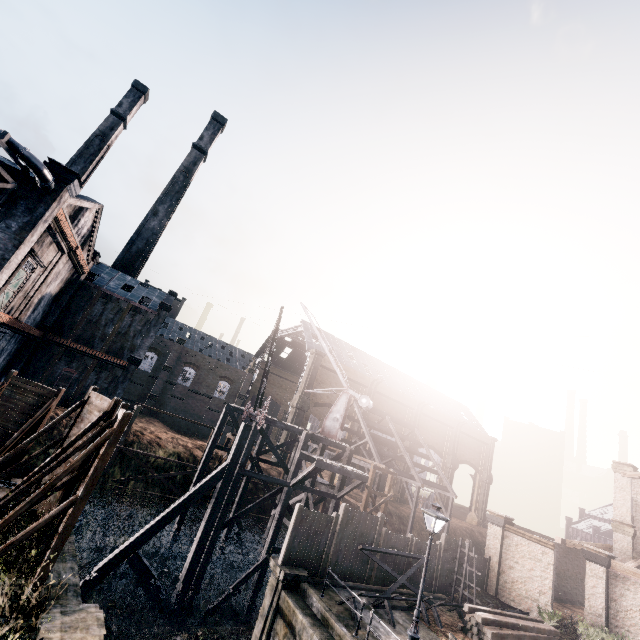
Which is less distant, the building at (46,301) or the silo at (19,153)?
the silo at (19,153)

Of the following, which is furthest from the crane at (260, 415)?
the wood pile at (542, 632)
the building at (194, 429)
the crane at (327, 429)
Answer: the building at (194, 429)

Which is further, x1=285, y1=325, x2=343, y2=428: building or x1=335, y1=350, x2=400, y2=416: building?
x1=335, y1=350, x2=400, y2=416: building

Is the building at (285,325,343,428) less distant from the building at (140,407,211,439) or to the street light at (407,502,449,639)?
the building at (140,407,211,439)

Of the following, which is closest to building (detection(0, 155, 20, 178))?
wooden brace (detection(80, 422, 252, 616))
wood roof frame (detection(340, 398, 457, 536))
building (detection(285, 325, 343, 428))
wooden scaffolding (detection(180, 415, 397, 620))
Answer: wooden brace (detection(80, 422, 252, 616))

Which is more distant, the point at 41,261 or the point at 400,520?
the point at 400,520

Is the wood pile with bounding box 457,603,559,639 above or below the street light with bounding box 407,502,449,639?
below

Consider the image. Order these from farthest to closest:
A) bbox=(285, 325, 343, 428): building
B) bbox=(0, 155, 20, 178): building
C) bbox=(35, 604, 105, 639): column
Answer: bbox=(285, 325, 343, 428): building → bbox=(0, 155, 20, 178): building → bbox=(35, 604, 105, 639): column
